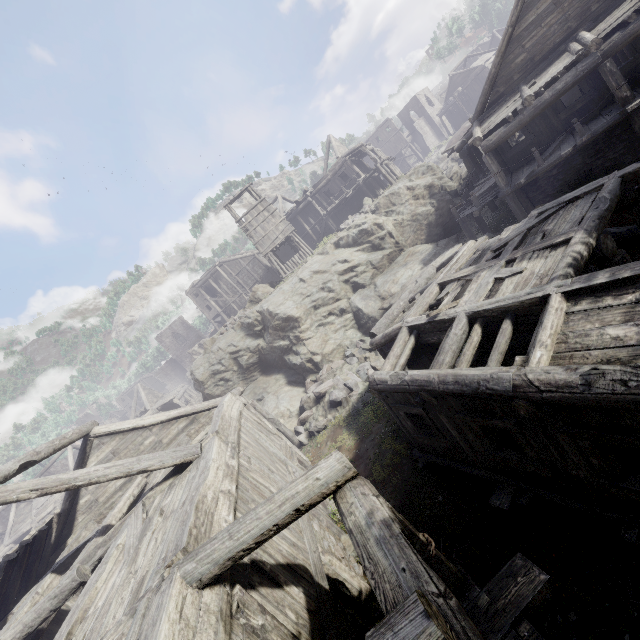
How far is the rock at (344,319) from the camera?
19.8 meters

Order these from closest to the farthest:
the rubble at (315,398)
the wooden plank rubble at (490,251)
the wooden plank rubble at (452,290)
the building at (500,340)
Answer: the building at (500,340) → the wooden plank rubble at (490,251) → the wooden plank rubble at (452,290) → the rubble at (315,398)

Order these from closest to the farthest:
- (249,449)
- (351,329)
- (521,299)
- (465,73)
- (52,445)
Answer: (521,299), (249,449), (52,445), (351,329), (465,73)

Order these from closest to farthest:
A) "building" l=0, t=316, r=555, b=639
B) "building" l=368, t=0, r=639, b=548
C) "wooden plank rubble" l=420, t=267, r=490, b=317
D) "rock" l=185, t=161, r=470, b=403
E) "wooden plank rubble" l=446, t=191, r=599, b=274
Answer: "building" l=0, t=316, r=555, b=639 < "building" l=368, t=0, r=639, b=548 < "wooden plank rubble" l=446, t=191, r=599, b=274 < "wooden plank rubble" l=420, t=267, r=490, b=317 < "rock" l=185, t=161, r=470, b=403

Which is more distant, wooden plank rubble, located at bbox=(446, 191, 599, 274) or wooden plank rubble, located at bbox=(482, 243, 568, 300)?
wooden plank rubble, located at bbox=(446, 191, 599, 274)

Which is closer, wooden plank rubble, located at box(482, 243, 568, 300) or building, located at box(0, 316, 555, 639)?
building, located at box(0, 316, 555, 639)

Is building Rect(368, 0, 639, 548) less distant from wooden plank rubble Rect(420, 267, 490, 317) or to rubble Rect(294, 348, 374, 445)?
wooden plank rubble Rect(420, 267, 490, 317)
